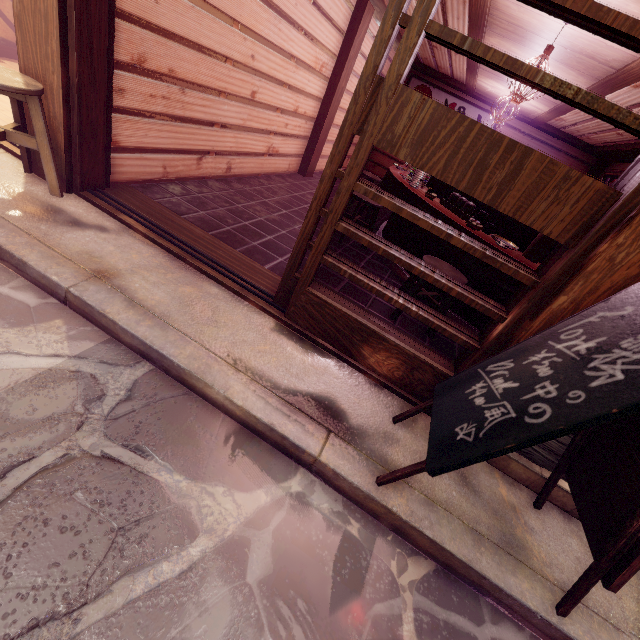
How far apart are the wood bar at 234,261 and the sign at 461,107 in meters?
16.0 m

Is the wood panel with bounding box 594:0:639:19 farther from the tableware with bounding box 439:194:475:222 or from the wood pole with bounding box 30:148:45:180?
the wood pole with bounding box 30:148:45:180

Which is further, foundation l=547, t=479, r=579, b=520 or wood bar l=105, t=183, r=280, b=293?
wood bar l=105, t=183, r=280, b=293

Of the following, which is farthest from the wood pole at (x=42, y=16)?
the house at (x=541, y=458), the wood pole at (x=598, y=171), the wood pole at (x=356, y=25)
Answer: the wood pole at (x=598, y=171)

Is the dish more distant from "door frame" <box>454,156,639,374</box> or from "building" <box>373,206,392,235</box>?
"door frame" <box>454,156,639,374</box>

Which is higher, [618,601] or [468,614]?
[618,601]

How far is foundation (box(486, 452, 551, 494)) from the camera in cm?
387

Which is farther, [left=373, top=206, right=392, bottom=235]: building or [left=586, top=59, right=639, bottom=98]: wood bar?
[left=373, top=206, right=392, bottom=235]: building
